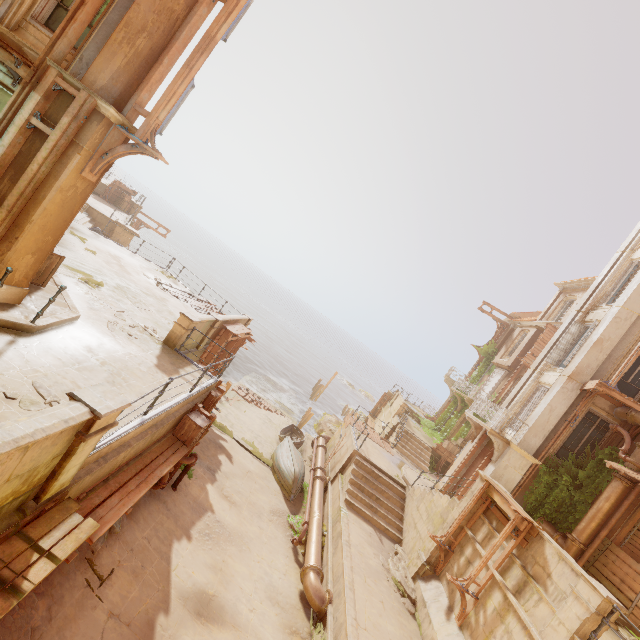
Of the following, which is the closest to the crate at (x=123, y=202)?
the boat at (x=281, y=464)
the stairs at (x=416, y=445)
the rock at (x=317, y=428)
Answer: the boat at (x=281, y=464)

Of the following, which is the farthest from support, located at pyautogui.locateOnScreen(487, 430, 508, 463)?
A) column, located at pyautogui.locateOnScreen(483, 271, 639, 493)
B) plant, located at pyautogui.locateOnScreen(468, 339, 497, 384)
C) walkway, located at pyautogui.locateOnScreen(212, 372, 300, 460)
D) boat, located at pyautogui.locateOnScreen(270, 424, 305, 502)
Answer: walkway, located at pyautogui.locateOnScreen(212, 372, 300, 460)

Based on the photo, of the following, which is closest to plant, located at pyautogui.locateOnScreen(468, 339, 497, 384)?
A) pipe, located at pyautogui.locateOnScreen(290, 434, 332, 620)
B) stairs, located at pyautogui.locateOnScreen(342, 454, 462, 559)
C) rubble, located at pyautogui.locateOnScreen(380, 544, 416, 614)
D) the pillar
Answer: stairs, located at pyautogui.locateOnScreen(342, 454, 462, 559)

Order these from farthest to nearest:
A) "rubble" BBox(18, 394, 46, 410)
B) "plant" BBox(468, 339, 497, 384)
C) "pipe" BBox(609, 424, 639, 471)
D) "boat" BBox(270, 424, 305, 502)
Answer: "plant" BBox(468, 339, 497, 384) → "boat" BBox(270, 424, 305, 502) → "pipe" BBox(609, 424, 639, 471) → "rubble" BBox(18, 394, 46, 410)

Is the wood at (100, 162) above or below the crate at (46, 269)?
above

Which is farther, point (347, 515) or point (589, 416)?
point (589, 416)

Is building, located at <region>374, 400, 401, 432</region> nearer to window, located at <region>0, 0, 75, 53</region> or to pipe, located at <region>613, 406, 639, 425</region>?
pipe, located at <region>613, 406, 639, 425</region>

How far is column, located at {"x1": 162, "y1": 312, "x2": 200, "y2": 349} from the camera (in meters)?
10.42
